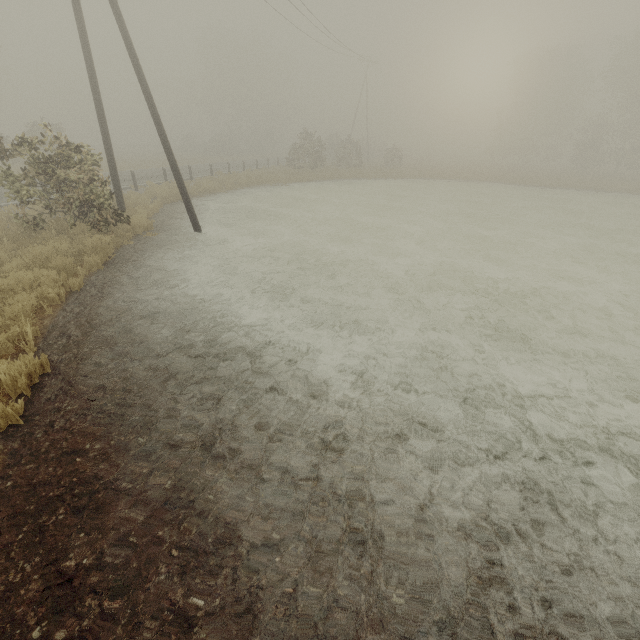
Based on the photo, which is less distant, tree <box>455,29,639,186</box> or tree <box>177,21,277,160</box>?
tree <box>455,29,639,186</box>

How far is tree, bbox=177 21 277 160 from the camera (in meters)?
48.19

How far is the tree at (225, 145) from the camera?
48.19m

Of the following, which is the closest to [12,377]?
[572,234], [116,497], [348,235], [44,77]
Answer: [116,497]

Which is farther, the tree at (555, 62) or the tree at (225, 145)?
the tree at (225, 145)
